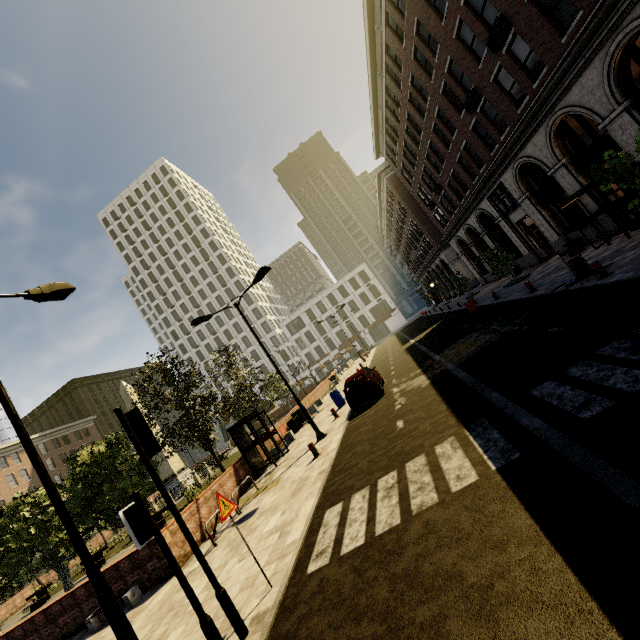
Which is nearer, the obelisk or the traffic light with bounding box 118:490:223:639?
the traffic light with bounding box 118:490:223:639

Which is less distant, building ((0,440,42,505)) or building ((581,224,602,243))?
building ((581,224,602,243))

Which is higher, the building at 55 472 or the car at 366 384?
the building at 55 472

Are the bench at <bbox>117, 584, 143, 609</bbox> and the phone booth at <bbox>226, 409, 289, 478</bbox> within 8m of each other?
yes

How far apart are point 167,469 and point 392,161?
39.0 meters

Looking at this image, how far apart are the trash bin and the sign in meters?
12.6 m

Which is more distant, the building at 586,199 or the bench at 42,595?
the bench at 42,595

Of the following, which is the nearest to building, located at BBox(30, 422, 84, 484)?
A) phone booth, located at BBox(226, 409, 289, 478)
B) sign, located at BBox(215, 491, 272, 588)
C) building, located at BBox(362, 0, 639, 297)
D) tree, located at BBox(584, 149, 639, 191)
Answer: building, located at BBox(362, 0, 639, 297)
